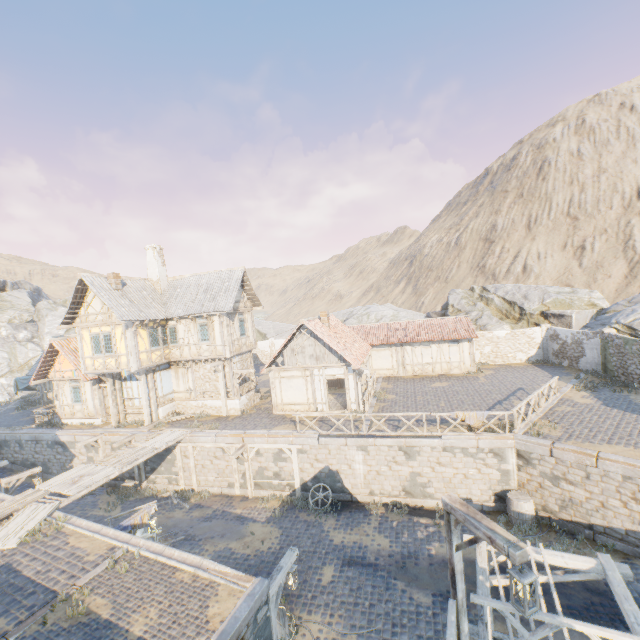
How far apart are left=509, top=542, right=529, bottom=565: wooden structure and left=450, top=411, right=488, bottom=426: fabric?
9.5m

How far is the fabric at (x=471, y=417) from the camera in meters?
14.5

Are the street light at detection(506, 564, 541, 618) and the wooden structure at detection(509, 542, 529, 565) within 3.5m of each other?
Result: yes

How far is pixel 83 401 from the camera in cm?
2303

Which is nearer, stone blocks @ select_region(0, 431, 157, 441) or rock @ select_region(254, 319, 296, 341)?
stone blocks @ select_region(0, 431, 157, 441)

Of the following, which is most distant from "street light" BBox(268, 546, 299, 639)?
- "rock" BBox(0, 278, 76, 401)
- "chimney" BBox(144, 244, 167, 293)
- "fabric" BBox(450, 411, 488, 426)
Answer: "rock" BBox(0, 278, 76, 401)

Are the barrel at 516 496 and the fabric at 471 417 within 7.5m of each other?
yes

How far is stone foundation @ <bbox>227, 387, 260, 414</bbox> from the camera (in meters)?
21.64
